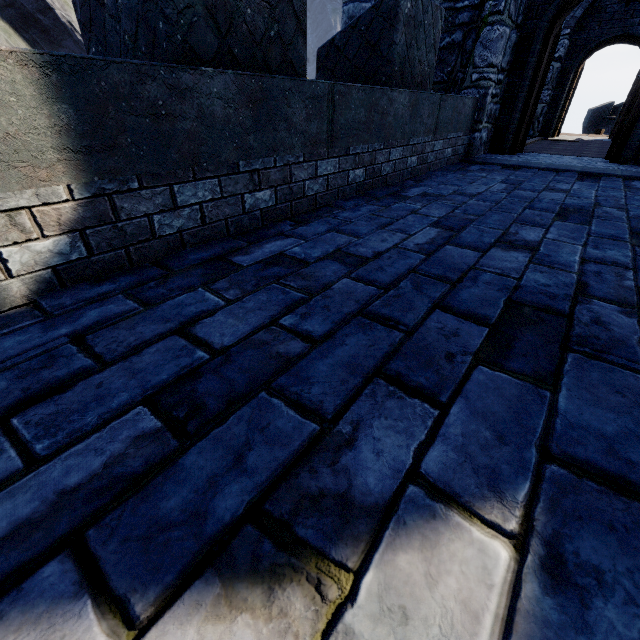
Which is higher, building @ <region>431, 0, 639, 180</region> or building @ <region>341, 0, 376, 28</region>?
building @ <region>341, 0, 376, 28</region>

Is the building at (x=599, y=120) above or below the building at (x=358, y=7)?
below

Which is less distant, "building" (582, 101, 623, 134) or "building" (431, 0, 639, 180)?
"building" (431, 0, 639, 180)

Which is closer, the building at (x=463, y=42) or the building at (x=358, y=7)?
the building at (x=463, y=42)

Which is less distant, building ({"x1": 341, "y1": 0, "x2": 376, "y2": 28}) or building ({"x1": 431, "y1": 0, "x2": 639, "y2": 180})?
building ({"x1": 431, "y1": 0, "x2": 639, "y2": 180})

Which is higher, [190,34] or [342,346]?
[190,34]

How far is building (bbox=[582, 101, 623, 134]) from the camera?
24.5 meters

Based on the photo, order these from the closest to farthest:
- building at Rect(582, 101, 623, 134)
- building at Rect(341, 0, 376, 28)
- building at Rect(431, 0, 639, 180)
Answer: building at Rect(431, 0, 639, 180) < building at Rect(341, 0, 376, 28) < building at Rect(582, 101, 623, 134)
